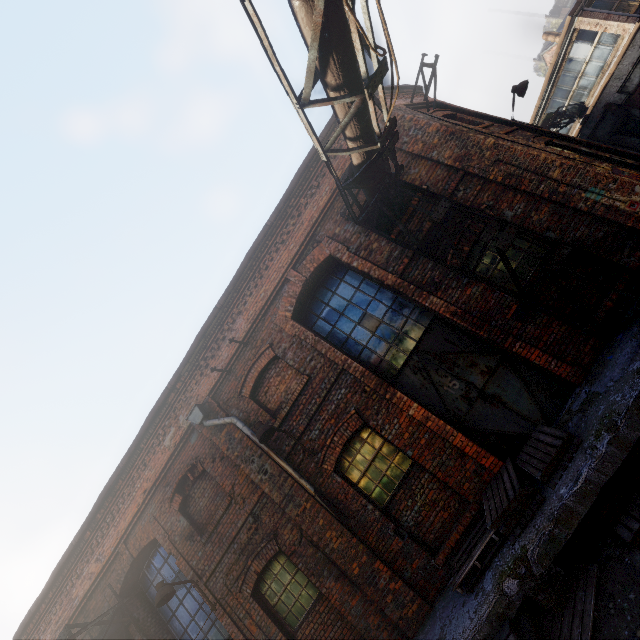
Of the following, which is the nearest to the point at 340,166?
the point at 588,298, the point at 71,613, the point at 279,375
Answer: the point at 279,375

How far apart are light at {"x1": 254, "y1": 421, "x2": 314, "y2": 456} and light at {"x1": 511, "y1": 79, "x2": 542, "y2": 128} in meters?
10.7 m

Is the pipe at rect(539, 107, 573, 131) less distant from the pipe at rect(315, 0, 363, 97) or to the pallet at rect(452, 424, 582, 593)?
the pipe at rect(315, 0, 363, 97)

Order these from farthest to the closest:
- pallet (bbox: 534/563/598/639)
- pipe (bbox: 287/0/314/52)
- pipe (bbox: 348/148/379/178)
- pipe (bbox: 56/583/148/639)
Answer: pipe (bbox: 56/583/148/639) → pipe (bbox: 348/148/379/178) → pallet (bbox: 534/563/598/639) → pipe (bbox: 287/0/314/52)

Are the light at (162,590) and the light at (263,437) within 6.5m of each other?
yes

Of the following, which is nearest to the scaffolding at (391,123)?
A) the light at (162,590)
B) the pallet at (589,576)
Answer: the pallet at (589,576)

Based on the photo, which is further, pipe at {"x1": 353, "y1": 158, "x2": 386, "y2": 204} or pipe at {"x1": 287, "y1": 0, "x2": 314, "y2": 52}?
pipe at {"x1": 353, "y1": 158, "x2": 386, "y2": 204}

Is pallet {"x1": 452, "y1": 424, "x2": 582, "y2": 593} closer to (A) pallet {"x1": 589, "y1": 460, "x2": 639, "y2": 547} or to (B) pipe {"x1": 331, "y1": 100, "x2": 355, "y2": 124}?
(A) pallet {"x1": 589, "y1": 460, "x2": 639, "y2": 547}
